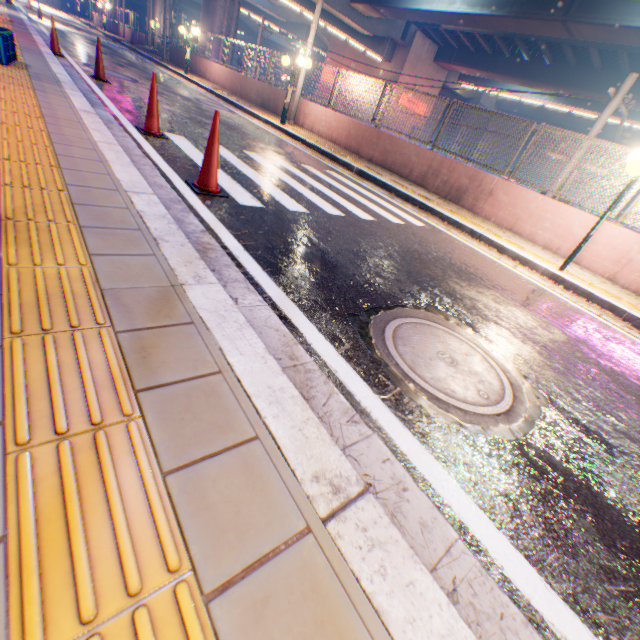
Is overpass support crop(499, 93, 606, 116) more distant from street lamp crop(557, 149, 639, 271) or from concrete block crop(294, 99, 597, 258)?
street lamp crop(557, 149, 639, 271)

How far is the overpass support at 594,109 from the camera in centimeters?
2678cm

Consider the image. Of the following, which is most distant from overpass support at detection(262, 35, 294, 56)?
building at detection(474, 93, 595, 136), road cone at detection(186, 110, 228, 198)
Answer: road cone at detection(186, 110, 228, 198)

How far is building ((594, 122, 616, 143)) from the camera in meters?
37.7

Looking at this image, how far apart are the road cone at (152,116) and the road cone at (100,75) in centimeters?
444cm

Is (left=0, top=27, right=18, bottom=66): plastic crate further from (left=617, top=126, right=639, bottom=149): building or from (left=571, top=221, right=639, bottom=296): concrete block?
(left=617, top=126, right=639, bottom=149): building

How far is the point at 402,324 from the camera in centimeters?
272cm

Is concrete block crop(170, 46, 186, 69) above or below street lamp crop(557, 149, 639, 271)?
below
